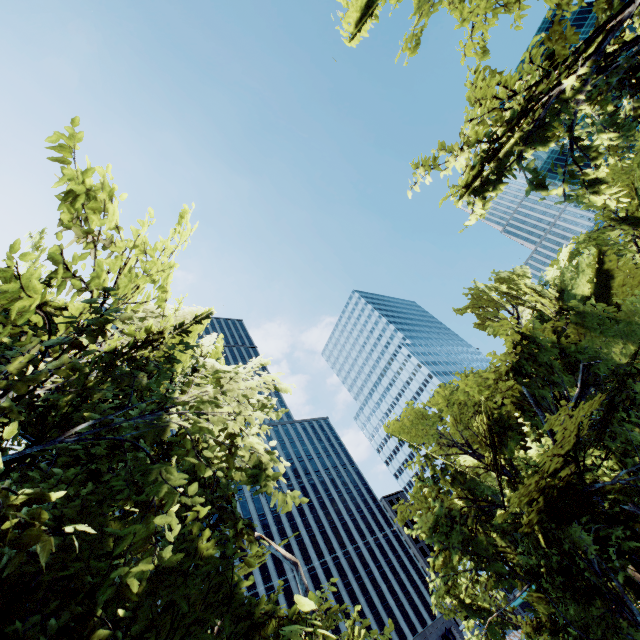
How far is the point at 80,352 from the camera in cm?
647

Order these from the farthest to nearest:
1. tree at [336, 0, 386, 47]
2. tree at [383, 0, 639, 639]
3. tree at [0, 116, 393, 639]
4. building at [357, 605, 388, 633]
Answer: building at [357, 605, 388, 633], tree at [336, 0, 386, 47], tree at [383, 0, 639, 639], tree at [0, 116, 393, 639]

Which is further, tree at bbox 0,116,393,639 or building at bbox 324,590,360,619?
building at bbox 324,590,360,619

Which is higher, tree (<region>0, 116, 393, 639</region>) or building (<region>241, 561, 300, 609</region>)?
building (<region>241, 561, 300, 609</region>)

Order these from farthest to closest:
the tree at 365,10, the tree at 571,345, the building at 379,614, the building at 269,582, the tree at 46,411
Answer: the building at 379,614 < the building at 269,582 < the tree at 365,10 < the tree at 571,345 < the tree at 46,411

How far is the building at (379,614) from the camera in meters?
57.5 m
